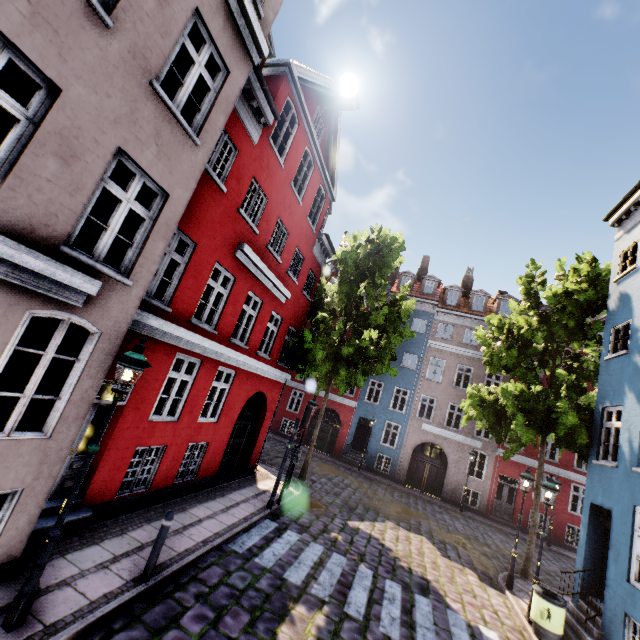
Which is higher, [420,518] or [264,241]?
[264,241]

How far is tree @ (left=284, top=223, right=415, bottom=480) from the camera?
14.05m

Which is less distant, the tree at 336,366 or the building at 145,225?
the building at 145,225

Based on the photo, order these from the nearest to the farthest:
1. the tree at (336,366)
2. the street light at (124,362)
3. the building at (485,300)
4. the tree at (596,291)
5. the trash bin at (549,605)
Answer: the street light at (124,362)
the trash bin at (549,605)
the tree at (596,291)
the tree at (336,366)
the building at (485,300)

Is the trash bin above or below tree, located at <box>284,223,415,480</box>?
below

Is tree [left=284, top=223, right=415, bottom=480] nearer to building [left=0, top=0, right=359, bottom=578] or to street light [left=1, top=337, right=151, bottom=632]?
building [left=0, top=0, right=359, bottom=578]

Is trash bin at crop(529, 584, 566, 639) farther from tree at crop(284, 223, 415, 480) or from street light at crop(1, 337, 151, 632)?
street light at crop(1, 337, 151, 632)

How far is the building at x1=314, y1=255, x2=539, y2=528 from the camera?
21.69m
